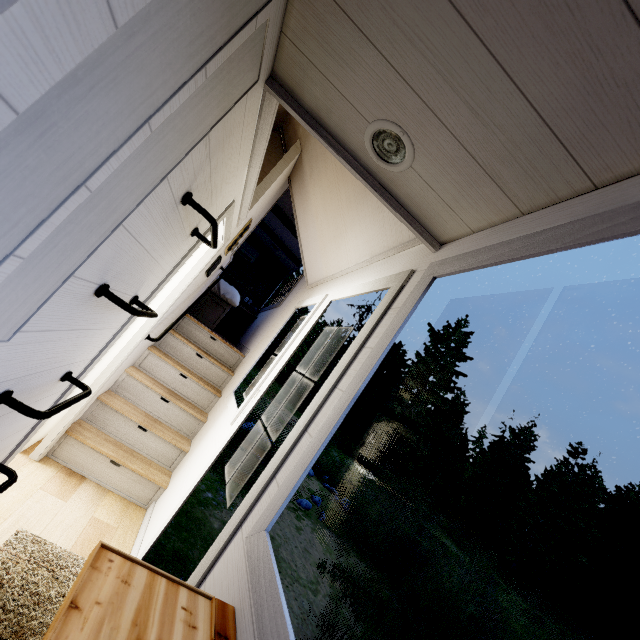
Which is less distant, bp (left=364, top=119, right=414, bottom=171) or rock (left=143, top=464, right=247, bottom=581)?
bp (left=364, top=119, right=414, bottom=171)

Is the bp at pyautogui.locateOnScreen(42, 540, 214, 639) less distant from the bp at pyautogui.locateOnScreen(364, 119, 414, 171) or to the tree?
the tree

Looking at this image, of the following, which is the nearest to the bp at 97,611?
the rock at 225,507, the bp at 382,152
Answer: the bp at 382,152

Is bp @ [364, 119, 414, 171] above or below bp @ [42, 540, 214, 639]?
above

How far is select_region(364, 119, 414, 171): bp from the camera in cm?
111

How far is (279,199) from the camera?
5.25m

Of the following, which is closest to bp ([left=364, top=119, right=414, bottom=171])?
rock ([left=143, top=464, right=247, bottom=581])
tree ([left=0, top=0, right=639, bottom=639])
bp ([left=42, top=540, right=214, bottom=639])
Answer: tree ([left=0, top=0, right=639, bottom=639])

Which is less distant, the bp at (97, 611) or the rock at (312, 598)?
the bp at (97, 611)
